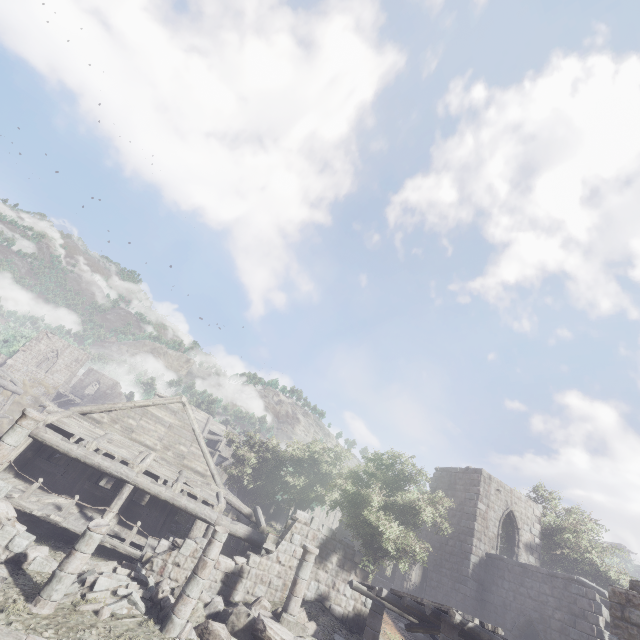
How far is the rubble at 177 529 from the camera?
18.1m

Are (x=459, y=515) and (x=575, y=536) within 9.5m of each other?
yes

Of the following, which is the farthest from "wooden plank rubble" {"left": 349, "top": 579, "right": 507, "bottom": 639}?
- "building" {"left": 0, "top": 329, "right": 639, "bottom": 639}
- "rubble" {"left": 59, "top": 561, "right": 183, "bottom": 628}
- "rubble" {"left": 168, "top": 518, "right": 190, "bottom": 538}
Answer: "rubble" {"left": 168, "top": 518, "right": 190, "bottom": 538}

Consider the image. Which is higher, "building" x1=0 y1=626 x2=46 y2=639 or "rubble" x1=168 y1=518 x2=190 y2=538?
"rubble" x1=168 y1=518 x2=190 y2=538

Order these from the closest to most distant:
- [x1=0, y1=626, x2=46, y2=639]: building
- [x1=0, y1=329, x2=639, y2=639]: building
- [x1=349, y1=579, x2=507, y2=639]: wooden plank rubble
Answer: [x1=0, y1=626, x2=46, y2=639]: building → [x1=349, y1=579, x2=507, y2=639]: wooden plank rubble → [x1=0, y1=329, x2=639, y2=639]: building

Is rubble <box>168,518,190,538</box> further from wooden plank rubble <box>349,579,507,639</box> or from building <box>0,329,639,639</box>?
wooden plank rubble <box>349,579,507,639</box>

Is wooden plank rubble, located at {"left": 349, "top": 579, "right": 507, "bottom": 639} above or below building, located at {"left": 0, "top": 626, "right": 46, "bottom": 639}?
above

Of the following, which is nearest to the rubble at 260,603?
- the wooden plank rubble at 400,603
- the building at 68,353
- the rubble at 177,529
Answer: the building at 68,353
